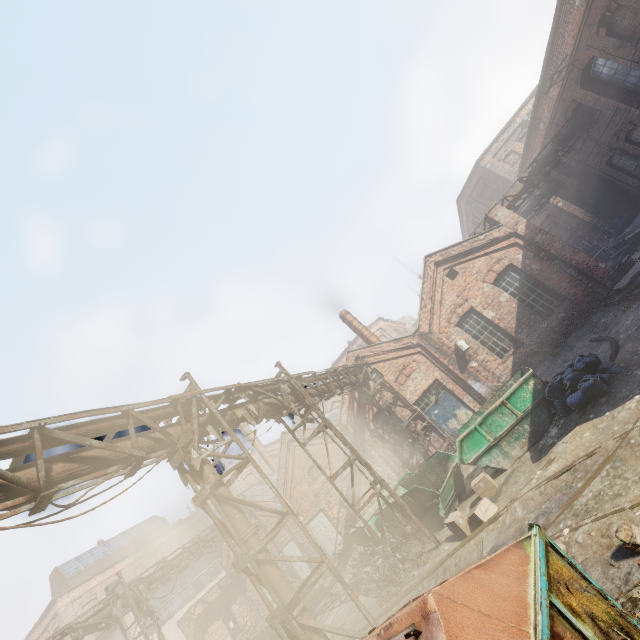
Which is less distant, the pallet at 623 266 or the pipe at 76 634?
the pipe at 76 634

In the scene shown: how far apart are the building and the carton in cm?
1229

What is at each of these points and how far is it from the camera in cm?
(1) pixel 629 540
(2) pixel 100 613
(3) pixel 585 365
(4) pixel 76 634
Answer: (1) instancedfoliageactor, 382
(2) pipe, 1300
(3) trash bag, 816
(4) pipe, 1218

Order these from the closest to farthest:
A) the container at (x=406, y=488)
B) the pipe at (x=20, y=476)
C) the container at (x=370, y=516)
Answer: the pipe at (x=20, y=476) → the container at (x=406, y=488) → the container at (x=370, y=516)

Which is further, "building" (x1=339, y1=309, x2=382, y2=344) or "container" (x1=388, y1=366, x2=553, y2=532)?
"building" (x1=339, y1=309, x2=382, y2=344)

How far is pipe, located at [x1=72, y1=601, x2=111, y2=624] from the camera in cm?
1260

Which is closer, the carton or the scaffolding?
the scaffolding

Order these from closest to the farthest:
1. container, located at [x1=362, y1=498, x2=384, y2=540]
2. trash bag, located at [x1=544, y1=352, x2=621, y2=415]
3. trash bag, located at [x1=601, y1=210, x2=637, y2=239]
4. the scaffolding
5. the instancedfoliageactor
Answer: the instancedfoliageactor
the scaffolding
trash bag, located at [x1=544, y1=352, x2=621, y2=415]
container, located at [x1=362, y1=498, x2=384, y2=540]
trash bag, located at [x1=601, y1=210, x2=637, y2=239]
